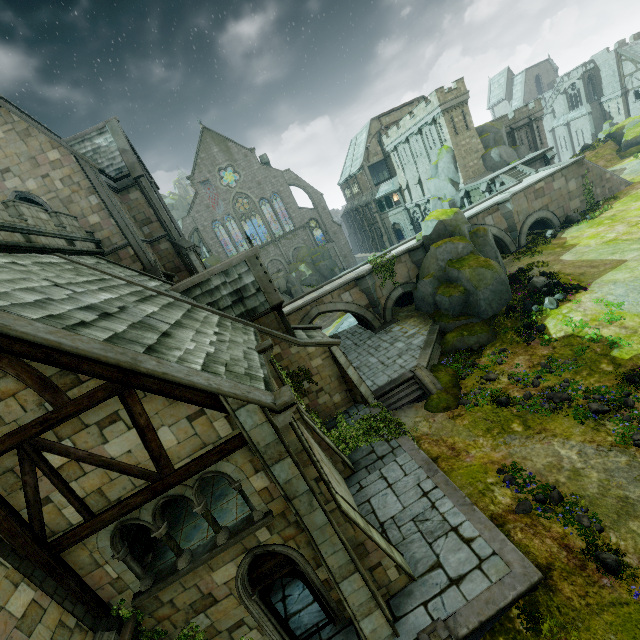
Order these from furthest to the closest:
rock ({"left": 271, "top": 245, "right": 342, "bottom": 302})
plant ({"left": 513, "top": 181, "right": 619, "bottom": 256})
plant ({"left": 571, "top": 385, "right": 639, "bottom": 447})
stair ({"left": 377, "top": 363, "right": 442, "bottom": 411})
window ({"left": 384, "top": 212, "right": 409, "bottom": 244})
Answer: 1. window ({"left": 384, "top": 212, "right": 409, "bottom": 244})
2. rock ({"left": 271, "top": 245, "right": 342, "bottom": 302})
3. plant ({"left": 513, "top": 181, "right": 619, "bottom": 256})
4. stair ({"left": 377, "top": 363, "right": 442, "bottom": 411})
5. plant ({"left": 571, "top": 385, "right": 639, "bottom": 447})

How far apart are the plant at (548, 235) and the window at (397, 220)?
26.06m

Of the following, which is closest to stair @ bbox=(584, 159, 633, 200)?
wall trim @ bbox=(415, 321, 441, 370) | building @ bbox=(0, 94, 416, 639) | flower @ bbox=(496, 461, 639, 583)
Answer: wall trim @ bbox=(415, 321, 441, 370)

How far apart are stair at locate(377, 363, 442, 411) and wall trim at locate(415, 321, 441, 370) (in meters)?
0.01

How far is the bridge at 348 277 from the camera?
25.3 meters

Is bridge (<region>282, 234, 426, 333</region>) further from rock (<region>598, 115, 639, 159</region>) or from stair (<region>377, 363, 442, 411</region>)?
rock (<region>598, 115, 639, 159</region>)

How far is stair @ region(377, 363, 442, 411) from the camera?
17.9 meters

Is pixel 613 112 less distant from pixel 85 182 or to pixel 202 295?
pixel 202 295
